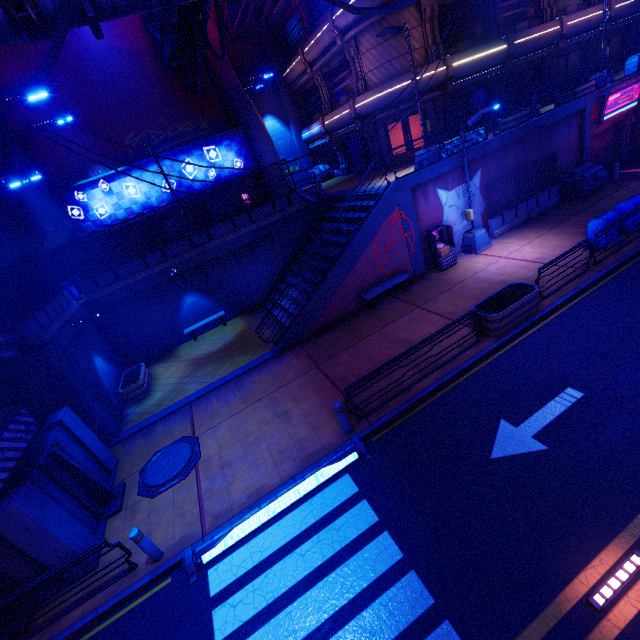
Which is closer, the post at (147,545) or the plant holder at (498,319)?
the post at (147,545)

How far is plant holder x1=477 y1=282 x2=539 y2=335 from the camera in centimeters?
999cm

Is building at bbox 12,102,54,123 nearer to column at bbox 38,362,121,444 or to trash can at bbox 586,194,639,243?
column at bbox 38,362,121,444

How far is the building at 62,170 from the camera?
19.1m

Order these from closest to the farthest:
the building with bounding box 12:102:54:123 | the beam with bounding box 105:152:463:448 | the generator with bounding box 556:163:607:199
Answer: the beam with bounding box 105:152:463:448 < the generator with bounding box 556:163:607:199 < the building with bounding box 12:102:54:123

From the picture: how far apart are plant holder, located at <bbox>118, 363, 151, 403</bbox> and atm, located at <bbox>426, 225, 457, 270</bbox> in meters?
14.6

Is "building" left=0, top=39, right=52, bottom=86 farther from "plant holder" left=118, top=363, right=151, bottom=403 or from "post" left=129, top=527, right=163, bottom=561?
"post" left=129, top=527, right=163, bottom=561

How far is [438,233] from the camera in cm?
1562
